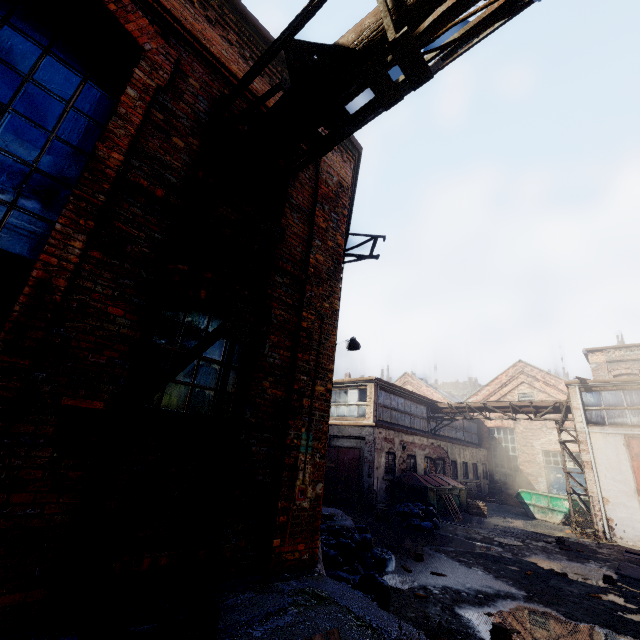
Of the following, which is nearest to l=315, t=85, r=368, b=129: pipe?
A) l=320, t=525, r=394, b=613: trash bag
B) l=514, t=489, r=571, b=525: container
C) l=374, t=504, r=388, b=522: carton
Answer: l=320, t=525, r=394, b=613: trash bag

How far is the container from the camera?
17.11m

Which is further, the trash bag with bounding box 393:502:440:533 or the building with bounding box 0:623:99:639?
the trash bag with bounding box 393:502:440:533

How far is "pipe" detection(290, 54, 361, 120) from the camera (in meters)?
3.20

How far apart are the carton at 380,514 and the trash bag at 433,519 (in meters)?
0.26

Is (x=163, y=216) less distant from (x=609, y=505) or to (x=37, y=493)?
(x=37, y=493)

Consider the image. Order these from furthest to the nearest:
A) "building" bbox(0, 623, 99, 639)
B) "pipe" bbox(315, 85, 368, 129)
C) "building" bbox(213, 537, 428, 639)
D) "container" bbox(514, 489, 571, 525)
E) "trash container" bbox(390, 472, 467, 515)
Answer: "container" bbox(514, 489, 571, 525)
"trash container" bbox(390, 472, 467, 515)
"pipe" bbox(315, 85, 368, 129)
"building" bbox(213, 537, 428, 639)
"building" bbox(0, 623, 99, 639)

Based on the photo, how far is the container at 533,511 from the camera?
17.1m
